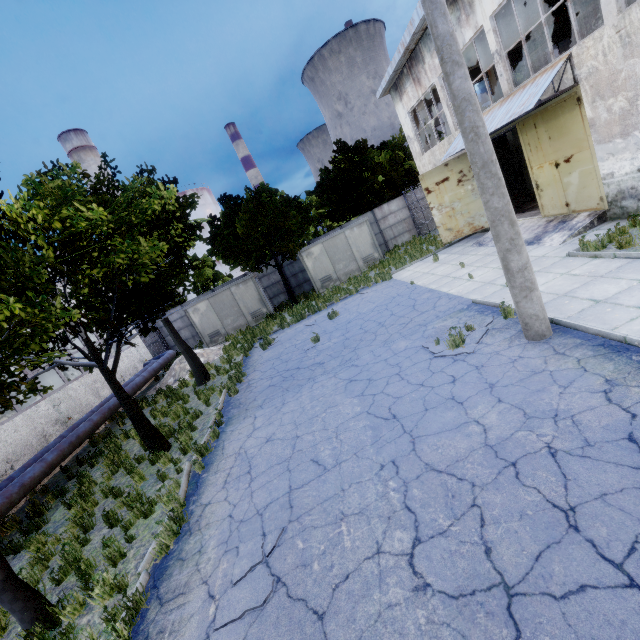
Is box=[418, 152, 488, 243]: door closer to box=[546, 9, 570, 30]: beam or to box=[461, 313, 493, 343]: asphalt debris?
box=[546, 9, 570, 30]: beam

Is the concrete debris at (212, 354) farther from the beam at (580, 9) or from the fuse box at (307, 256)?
the beam at (580, 9)

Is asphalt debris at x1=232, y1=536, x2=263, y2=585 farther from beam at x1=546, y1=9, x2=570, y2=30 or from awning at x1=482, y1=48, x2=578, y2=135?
beam at x1=546, y1=9, x2=570, y2=30

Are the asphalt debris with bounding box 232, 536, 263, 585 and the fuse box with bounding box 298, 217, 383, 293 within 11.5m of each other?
no

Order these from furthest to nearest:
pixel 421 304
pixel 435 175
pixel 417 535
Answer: pixel 435 175 < pixel 421 304 < pixel 417 535

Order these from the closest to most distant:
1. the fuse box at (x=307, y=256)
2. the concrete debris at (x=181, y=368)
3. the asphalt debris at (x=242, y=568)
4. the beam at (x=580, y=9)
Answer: the asphalt debris at (x=242, y=568) < the beam at (x=580, y=9) < the concrete debris at (x=181, y=368) < the fuse box at (x=307, y=256)

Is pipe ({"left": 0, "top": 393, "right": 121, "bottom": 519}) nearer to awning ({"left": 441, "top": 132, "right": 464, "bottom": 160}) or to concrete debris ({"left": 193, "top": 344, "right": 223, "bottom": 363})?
concrete debris ({"left": 193, "top": 344, "right": 223, "bottom": 363})

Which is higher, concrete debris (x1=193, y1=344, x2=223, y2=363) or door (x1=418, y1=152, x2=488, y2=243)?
door (x1=418, y1=152, x2=488, y2=243)
